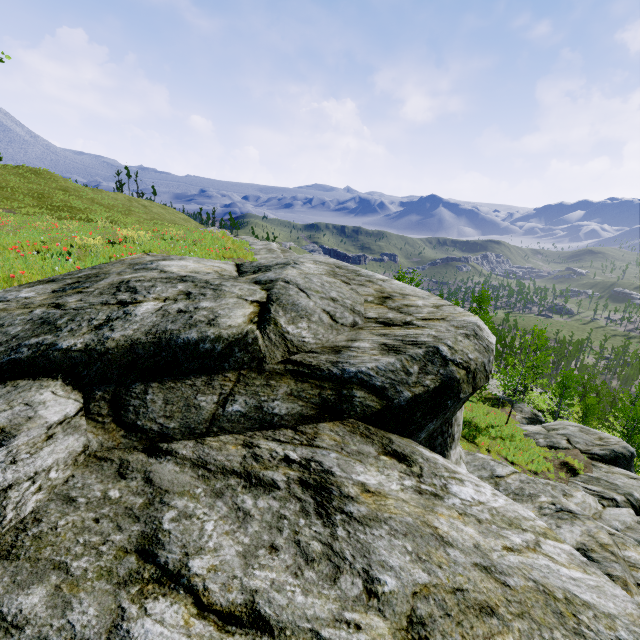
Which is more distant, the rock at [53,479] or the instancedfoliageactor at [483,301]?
the instancedfoliageactor at [483,301]

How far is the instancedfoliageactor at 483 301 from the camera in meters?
30.7 m

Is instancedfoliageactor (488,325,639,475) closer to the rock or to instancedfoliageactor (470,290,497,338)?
the rock

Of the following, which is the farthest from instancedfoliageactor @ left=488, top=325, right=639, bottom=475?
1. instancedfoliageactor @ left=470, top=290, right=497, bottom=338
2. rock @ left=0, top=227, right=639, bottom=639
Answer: instancedfoliageactor @ left=470, top=290, right=497, bottom=338

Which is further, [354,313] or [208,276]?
[208,276]

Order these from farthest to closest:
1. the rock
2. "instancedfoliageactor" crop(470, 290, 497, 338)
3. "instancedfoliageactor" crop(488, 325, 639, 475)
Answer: "instancedfoliageactor" crop(470, 290, 497, 338) → "instancedfoliageactor" crop(488, 325, 639, 475) → the rock
